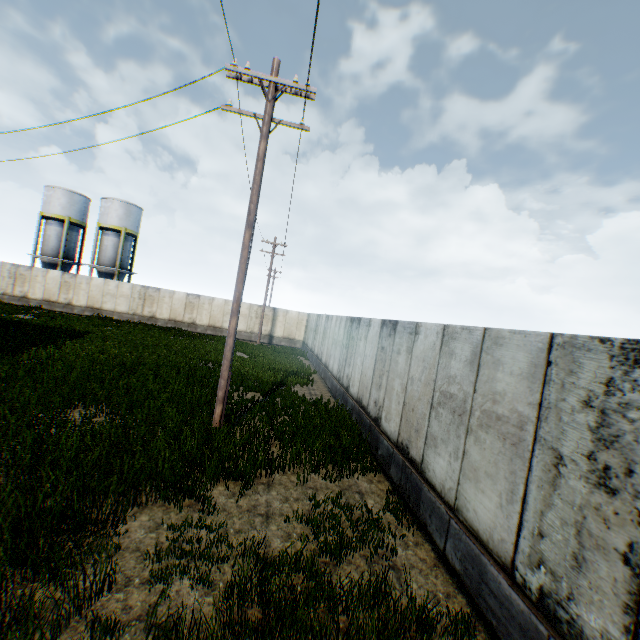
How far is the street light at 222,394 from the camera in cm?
829

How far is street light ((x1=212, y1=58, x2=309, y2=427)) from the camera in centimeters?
829cm

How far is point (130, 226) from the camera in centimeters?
3616cm
